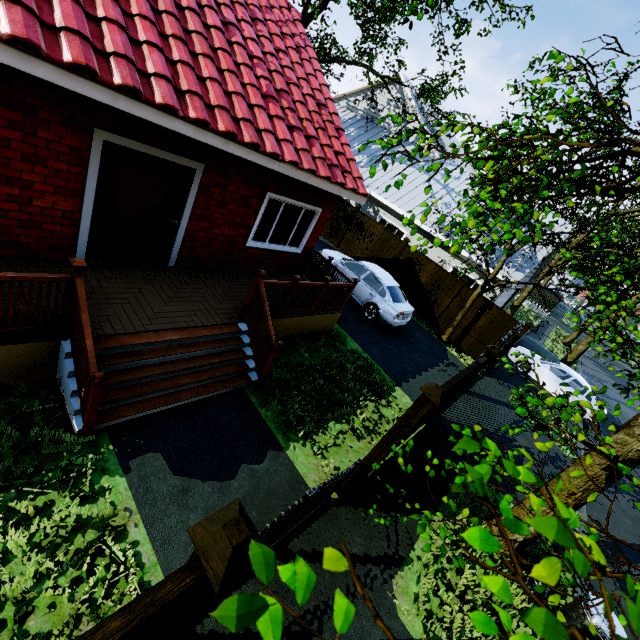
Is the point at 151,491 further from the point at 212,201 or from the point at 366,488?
the point at 212,201

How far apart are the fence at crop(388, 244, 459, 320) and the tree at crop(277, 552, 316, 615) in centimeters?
1483cm

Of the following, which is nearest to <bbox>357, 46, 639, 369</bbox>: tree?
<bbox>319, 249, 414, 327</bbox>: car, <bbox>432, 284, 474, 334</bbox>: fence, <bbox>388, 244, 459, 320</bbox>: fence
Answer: <bbox>432, 284, 474, 334</bbox>: fence

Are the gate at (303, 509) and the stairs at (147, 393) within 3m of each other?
yes

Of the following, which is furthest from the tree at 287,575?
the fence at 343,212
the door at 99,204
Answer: the fence at 343,212

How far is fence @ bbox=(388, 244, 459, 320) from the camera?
14.3m

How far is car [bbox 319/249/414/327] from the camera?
11.3m

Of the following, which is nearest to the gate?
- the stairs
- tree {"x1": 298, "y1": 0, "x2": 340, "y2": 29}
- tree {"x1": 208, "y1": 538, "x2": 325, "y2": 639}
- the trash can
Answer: the stairs
